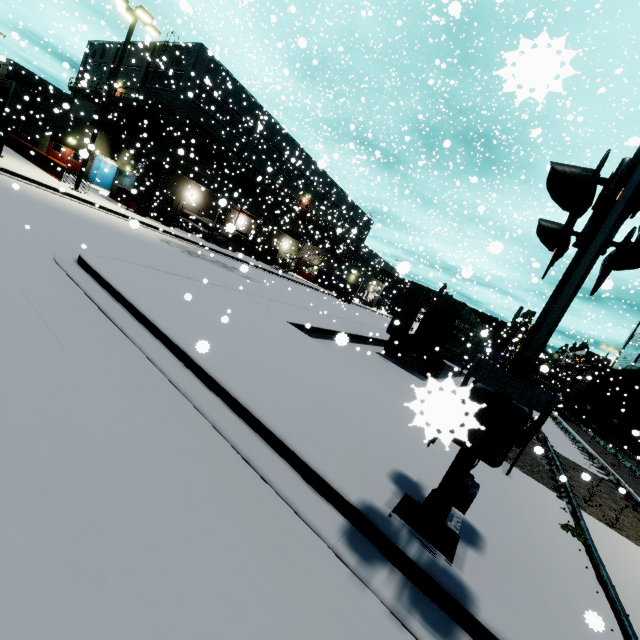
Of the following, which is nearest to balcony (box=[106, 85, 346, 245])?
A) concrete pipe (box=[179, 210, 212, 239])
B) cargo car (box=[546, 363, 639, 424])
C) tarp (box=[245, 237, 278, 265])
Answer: tarp (box=[245, 237, 278, 265])

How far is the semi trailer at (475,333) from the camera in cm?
1475

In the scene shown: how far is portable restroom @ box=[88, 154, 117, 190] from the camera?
30.9 meters

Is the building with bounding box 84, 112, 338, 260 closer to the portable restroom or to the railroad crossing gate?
the portable restroom

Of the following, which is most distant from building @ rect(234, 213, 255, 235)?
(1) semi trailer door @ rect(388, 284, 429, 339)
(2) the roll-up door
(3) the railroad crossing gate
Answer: (3) the railroad crossing gate

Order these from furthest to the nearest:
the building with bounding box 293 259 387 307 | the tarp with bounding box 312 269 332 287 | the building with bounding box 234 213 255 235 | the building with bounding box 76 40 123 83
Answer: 1. the building with bounding box 293 259 387 307
2. the tarp with bounding box 312 269 332 287
3. the building with bounding box 76 40 123 83
4. the building with bounding box 234 213 255 235

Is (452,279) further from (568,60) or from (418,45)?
(418,45)

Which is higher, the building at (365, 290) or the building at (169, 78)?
the building at (169, 78)
